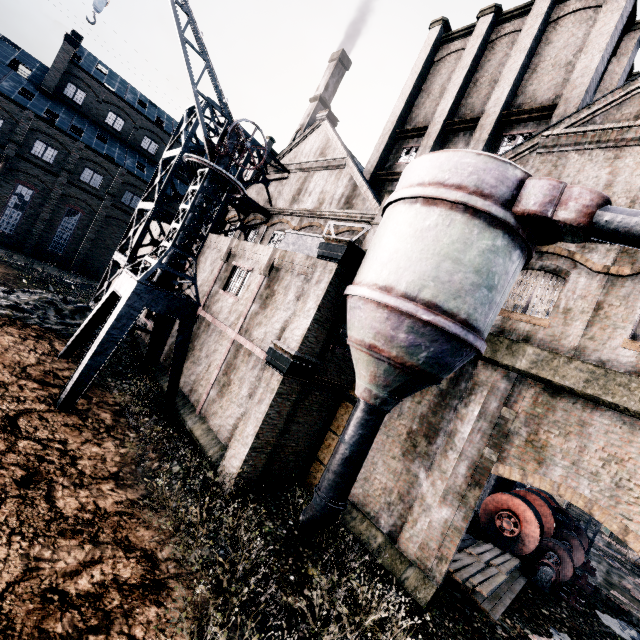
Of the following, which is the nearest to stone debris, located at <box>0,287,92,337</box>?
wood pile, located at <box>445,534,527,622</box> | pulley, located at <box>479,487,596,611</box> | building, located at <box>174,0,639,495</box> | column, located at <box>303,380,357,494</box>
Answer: building, located at <box>174,0,639,495</box>

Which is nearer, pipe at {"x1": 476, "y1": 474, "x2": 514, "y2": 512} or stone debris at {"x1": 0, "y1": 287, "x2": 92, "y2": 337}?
stone debris at {"x1": 0, "y1": 287, "x2": 92, "y2": 337}

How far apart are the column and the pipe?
13.1m

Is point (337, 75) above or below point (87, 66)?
above

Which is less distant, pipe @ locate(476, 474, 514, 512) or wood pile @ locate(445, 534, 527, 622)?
wood pile @ locate(445, 534, 527, 622)

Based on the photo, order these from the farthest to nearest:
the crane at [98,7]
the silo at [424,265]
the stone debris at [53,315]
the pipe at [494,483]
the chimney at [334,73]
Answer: the chimney at [334,73] → the pipe at [494,483] → the stone debris at [53,315] → the crane at [98,7] → the silo at [424,265]

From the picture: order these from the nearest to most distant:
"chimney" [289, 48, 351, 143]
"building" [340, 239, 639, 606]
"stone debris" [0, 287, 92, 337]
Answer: "building" [340, 239, 639, 606] < "stone debris" [0, 287, 92, 337] < "chimney" [289, 48, 351, 143]

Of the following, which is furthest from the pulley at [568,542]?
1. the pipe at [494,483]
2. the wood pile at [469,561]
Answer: the pipe at [494,483]
